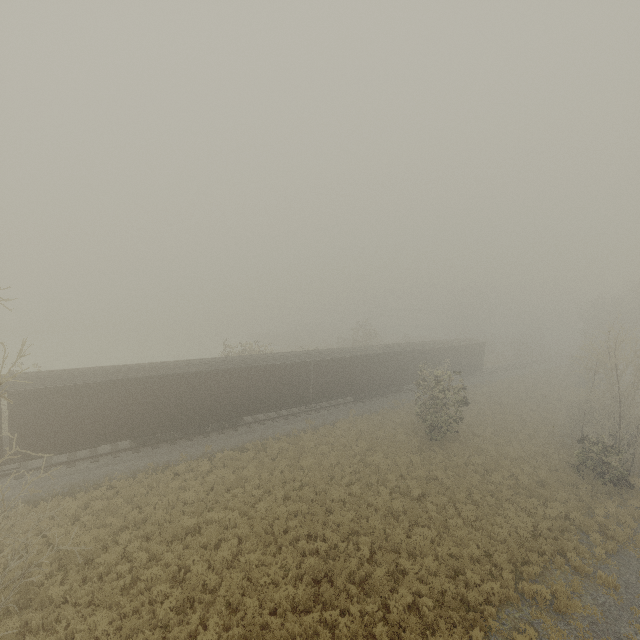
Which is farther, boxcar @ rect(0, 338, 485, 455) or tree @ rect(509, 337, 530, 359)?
tree @ rect(509, 337, 530, 359)

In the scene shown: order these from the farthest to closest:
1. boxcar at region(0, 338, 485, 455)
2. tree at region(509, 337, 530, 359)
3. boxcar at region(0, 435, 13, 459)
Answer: tree at region(509, 337, 530, 359)
boxcar at region(0, 338, 485, 455)
boxcar at region(0, 435, 13, 459)

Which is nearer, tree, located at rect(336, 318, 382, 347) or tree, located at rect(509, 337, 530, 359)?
tree, located at rect(336, 318, 382, 347)

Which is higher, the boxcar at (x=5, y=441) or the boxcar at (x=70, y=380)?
the boxcar at (x=70, y=380)

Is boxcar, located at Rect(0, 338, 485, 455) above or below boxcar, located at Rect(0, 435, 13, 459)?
above

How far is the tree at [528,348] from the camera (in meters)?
56.38

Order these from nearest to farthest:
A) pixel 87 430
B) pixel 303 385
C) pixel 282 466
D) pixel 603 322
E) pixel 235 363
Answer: pixel 87 430 → pixel 282 466 → pixel 235 363 → pixel 303 385 → pixel 603 322
